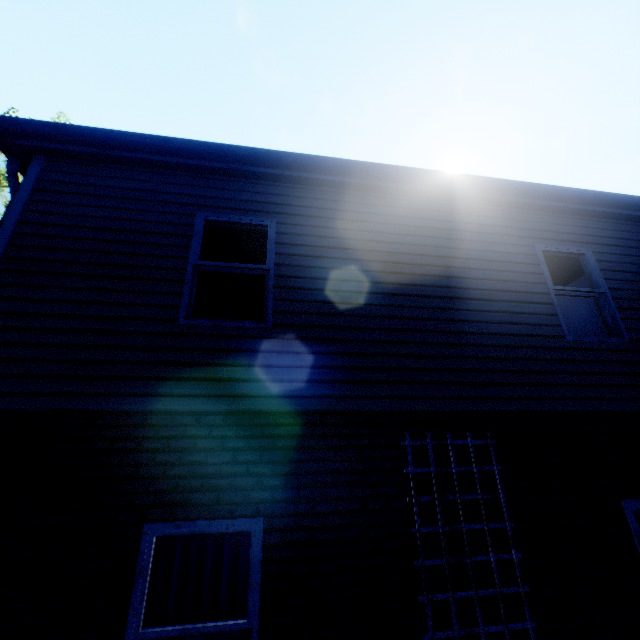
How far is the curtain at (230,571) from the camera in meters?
2.9 m

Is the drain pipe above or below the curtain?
above

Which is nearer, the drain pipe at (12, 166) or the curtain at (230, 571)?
the curtain at (230, 571)

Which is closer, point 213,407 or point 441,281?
point 213,407

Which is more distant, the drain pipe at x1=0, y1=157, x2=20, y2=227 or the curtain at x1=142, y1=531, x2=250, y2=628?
the drain pipe at x1=0, y1=157, x2=20, y2=227

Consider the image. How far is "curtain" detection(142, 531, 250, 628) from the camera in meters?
2.9
